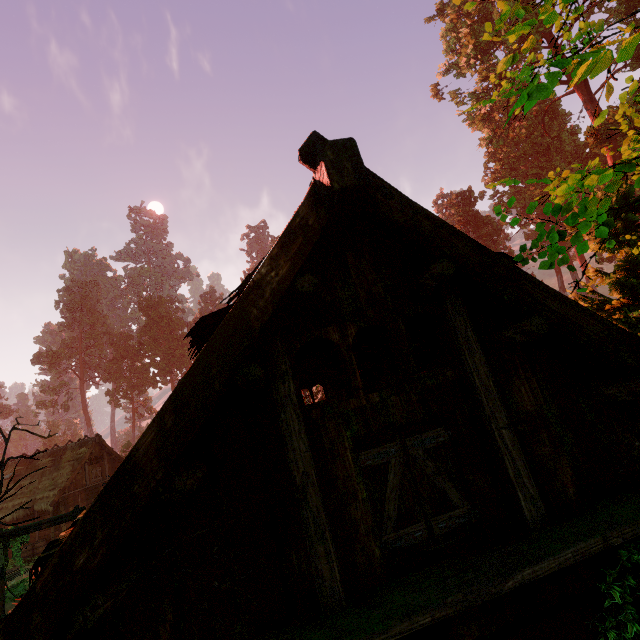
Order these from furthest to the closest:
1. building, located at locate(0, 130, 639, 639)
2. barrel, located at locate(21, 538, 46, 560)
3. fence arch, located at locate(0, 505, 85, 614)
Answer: barrel, located at locate(21, 538, 46, 560), fence arch, located at locate(0, 505, 85, 614), building, located at locate(0, 130, 639, 639)

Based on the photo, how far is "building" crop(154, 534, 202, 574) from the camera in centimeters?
278cm

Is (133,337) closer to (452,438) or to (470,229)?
(470,229)

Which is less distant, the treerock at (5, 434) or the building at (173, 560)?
the treerock at (5, 434)

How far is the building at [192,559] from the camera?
2.80m

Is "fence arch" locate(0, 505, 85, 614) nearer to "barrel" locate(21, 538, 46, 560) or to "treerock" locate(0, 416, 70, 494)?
"treerock" locate(0, 416, 70, 494)

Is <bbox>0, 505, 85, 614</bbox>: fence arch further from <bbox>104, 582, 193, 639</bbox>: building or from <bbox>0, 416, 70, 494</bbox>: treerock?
<bbox>0, 416, 70, 494</bbox>: treerock

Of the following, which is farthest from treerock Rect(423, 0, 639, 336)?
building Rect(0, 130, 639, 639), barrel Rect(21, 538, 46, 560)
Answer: barrel Rect(21, 538, 46, 560)
